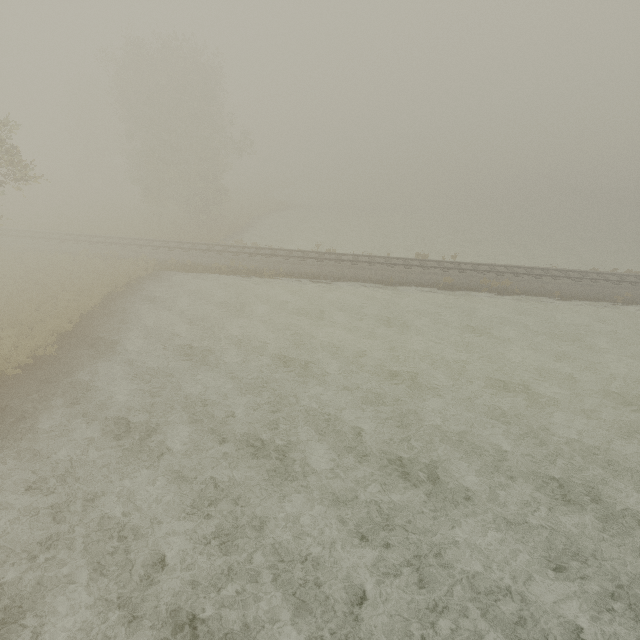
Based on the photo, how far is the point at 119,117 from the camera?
30.2m
